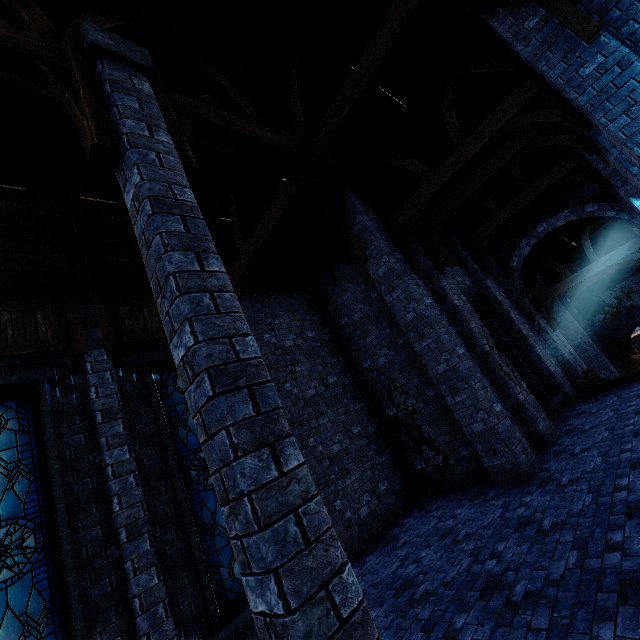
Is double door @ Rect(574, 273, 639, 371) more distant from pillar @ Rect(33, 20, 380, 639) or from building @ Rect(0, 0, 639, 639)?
pillar @ Rect(33, 20, 380, 639)

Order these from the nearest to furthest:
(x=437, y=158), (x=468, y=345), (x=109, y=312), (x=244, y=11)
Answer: (x=244, y=11) → (x=109, y=312) → (x=468, y=345) → (x=437, y=158)

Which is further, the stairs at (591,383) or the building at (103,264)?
the stairs at (591,383)

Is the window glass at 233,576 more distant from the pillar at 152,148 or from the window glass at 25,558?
the pillar at 152,148

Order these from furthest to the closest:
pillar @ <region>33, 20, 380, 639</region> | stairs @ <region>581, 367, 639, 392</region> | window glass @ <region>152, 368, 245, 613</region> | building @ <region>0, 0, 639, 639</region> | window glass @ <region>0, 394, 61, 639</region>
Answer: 1. stairs @ <region>581, 367, 639, 392</region>
2. window glass @ <region>152, 368, 245, 613</region>
3. building @ <region>0, 0, 639, 639</region>
4. window glass @ <region>0, 394, 61, 639</region>
5. pillar @ <region>33, 20, 380, 639</region>

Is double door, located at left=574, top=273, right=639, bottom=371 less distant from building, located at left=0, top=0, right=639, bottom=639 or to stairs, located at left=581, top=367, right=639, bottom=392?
building, located at left=0, top=0, right=639, bottom=639

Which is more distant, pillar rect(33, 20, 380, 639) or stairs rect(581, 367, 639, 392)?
stairs rect(581, 367, 639, 392)

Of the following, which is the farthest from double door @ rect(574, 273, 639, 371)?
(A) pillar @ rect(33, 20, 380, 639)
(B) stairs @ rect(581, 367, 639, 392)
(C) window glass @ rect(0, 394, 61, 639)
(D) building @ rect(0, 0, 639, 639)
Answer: (C) window glass @ rect(0, 394, 61, 639)
